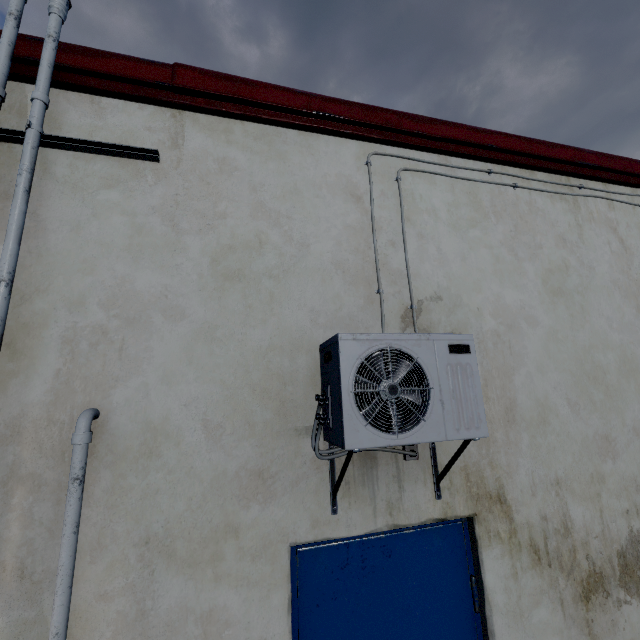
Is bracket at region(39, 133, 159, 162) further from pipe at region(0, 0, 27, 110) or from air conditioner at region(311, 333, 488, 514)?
air conditioner at region(311, 333, 488, 514)

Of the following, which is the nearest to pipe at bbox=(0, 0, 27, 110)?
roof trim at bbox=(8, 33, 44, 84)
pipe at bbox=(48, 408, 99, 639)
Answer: roof trim at bbox=(8, 33, 44, 84)

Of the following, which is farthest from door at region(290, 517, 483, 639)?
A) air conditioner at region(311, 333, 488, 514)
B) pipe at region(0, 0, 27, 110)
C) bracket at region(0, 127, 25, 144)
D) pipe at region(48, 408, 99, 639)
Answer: bracket at region(0, 127, 25, 144)

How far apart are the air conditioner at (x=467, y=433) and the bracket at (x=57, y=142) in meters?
1.5 m

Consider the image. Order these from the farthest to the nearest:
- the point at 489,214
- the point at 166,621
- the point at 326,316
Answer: the point at 489,214
the point at 326,316
the point at 166,621

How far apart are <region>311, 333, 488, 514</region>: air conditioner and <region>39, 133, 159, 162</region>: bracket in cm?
154

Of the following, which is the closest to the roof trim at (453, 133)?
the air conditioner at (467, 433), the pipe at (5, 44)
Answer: the pipe at (5, 44)

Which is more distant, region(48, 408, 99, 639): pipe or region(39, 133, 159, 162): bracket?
region(39, 133, 159, 162): bracket
